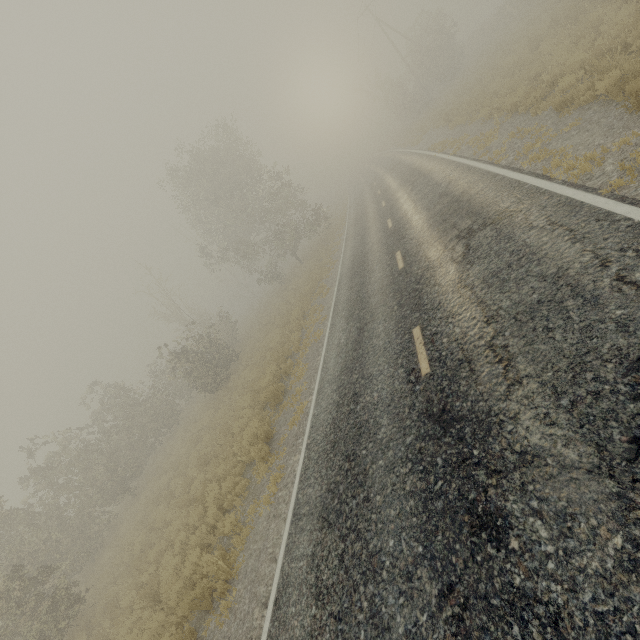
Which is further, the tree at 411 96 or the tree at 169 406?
the tree at 411 96

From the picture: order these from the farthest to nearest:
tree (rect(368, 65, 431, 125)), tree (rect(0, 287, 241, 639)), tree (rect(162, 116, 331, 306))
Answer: tree (rect(368, 65, 431, 125)), tree (rect(162, 116, 331, 306)), tree (rect(0, 287, 241, 639))

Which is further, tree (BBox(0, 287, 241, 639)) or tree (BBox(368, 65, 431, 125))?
tree (BBox(368, 65, 431, 125))

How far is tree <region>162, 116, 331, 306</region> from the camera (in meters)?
25.61

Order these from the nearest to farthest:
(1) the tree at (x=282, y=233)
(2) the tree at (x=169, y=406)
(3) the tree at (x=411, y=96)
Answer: (2) the tree at (x=169, y=406) < (1) the tree at (x=282, y=233) < (3) the tree at (x=411, y=96)

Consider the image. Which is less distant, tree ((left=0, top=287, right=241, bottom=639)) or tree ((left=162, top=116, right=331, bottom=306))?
tree ((left=0, top=287, right=241, bottom=639))

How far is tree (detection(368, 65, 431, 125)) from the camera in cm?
3584

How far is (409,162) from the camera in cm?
2181
